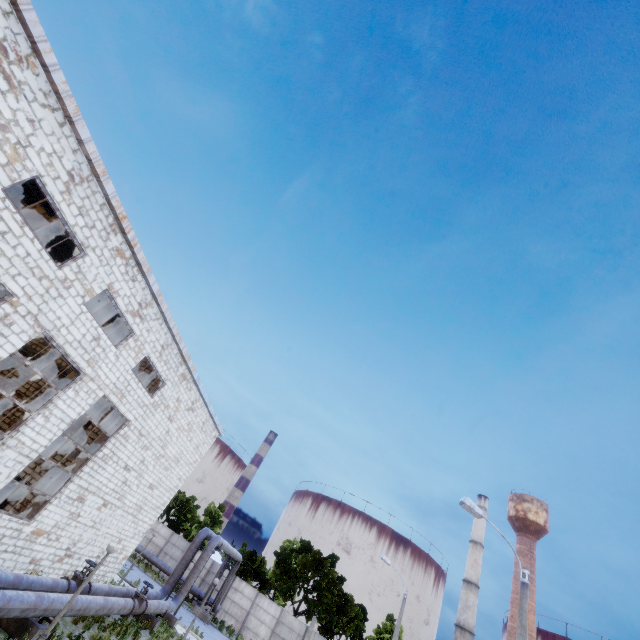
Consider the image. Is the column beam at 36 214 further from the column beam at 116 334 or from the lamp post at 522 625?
the lamp post at 522 625

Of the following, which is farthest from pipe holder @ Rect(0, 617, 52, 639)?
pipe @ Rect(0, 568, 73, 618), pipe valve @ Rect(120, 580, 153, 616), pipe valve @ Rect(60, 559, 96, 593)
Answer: pipe valve @ Rect(120, 580, 153, 616)

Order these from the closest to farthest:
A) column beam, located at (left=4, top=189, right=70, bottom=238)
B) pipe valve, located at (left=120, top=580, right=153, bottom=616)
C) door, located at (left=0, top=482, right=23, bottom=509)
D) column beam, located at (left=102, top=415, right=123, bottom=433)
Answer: column beam, located at (left=4, top=189, right=70, bottom=238), pipe valve, located at (left=120, top=580, right=153, bottom=616), door, located at (left=0, top=482, right=23, bottom=509), column beam, located at (left=102, top=415, right=123, bottom=433)

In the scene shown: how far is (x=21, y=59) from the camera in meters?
8.3 m

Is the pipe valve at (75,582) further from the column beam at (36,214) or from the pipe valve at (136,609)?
the column beam at (36,214)

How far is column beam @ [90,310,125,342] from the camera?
20.91m

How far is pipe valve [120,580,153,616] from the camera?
14.9m

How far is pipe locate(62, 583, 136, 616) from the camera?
11.4m
